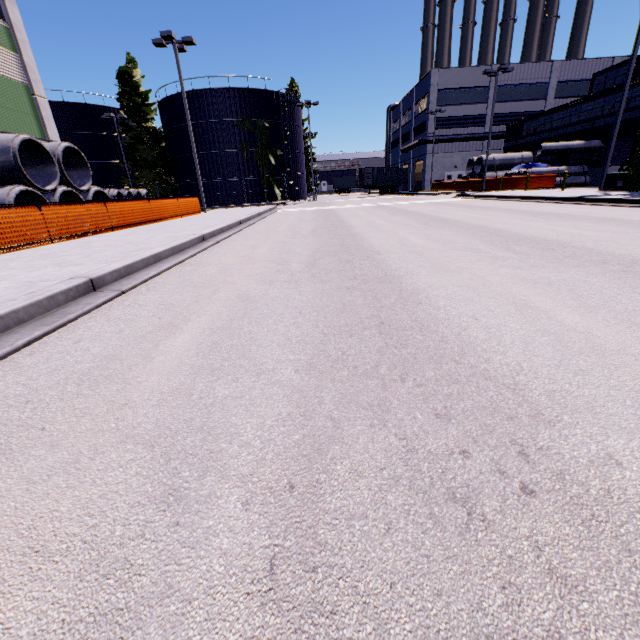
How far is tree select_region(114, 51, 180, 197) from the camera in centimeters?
3634cm

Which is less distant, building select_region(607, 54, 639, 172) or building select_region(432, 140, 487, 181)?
building select_region(607, 54, 639, 172)

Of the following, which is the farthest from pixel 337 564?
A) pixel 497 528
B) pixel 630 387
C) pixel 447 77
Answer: pixel 447 77

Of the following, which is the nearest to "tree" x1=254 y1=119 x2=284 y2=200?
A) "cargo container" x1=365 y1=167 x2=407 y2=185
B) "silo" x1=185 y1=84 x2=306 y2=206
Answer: "silo" x1=185 y1=84 x2=306 y2=206

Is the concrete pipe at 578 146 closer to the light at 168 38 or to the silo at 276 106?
the silo at 276 106

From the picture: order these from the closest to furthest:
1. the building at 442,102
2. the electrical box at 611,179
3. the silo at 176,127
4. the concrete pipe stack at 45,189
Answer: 1. the concrete pipe stack at 45,189
2. the electrical box at 611,179
3. the silo at 176,127
4. the building at 442,102

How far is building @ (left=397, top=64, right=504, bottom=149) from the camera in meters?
42.7 m

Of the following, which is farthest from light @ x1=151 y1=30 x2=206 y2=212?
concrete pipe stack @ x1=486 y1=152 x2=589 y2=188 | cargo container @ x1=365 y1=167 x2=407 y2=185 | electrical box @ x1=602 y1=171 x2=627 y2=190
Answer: electrical box @ x1=602 y1=171 x2=627 y2=190
